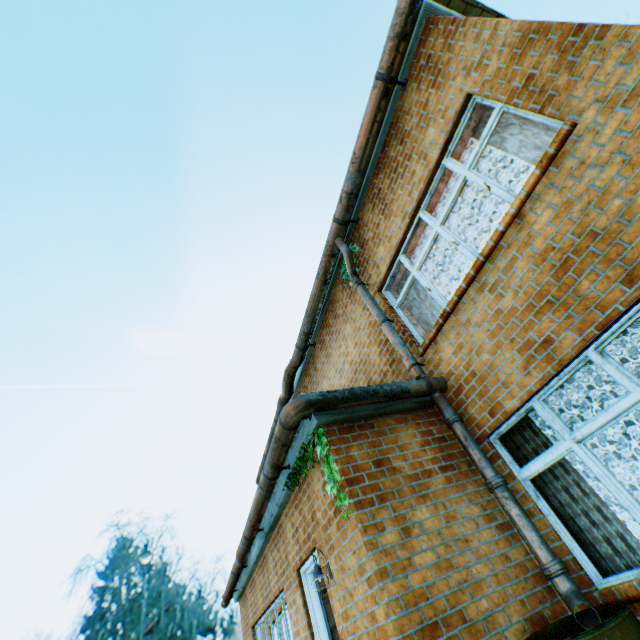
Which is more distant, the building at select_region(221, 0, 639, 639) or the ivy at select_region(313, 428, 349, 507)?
the ivy at select_region(313, 428, 349, 507)

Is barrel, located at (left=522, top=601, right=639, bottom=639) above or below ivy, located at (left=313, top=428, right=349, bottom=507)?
below

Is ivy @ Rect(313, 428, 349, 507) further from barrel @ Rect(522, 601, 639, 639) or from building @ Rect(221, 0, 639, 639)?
barrel @ Rect(522, 601, 639, 639)

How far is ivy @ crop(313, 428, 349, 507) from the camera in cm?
389

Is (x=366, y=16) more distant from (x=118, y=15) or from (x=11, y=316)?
(x=11, y=316)

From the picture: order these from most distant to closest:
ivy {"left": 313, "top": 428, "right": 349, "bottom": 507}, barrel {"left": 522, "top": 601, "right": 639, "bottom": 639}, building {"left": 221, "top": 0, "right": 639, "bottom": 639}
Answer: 1. ivy {"left": 313, "top": 428, "right": 349, "bottom": 507}
2. building {"left": 221, "top": 0, "right": 639, "bottom": 639}
3. barrel {"left": 522, "top": 601, "right": 639, "bottom": 639}

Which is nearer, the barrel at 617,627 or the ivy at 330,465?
the barrel at 617,627

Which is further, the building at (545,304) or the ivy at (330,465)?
the ivy at (330,465)
